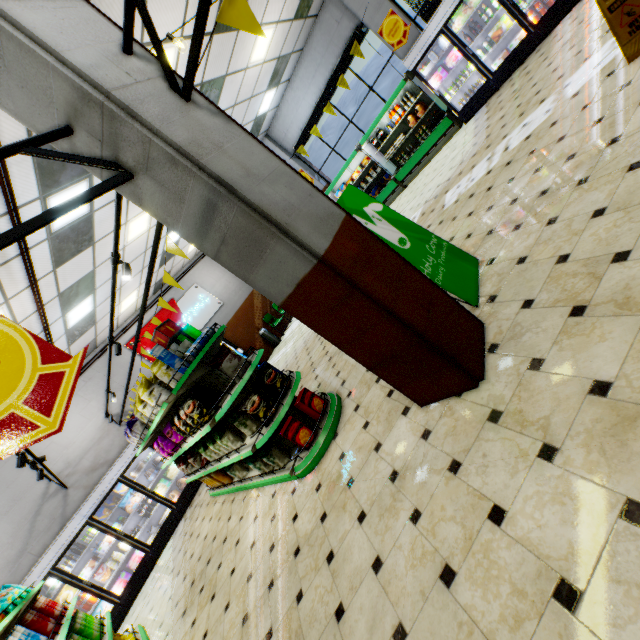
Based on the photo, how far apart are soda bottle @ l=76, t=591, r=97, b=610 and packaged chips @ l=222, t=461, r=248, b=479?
5.20m

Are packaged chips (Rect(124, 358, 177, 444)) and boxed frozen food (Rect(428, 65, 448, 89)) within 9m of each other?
no

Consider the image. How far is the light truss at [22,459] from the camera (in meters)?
4.30

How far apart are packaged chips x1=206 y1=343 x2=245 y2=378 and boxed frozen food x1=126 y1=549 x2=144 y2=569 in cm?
727

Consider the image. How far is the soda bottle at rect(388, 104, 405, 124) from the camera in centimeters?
933cm

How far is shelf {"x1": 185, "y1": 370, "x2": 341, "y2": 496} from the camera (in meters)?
3.92

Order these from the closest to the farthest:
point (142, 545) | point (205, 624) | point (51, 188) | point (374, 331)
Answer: point (374, 331) → point (205, 624) → point (51, 188) → point (142, 545)

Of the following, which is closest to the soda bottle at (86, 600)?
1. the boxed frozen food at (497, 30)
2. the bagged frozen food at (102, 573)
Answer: the bagged frozen food at (102, 573)
